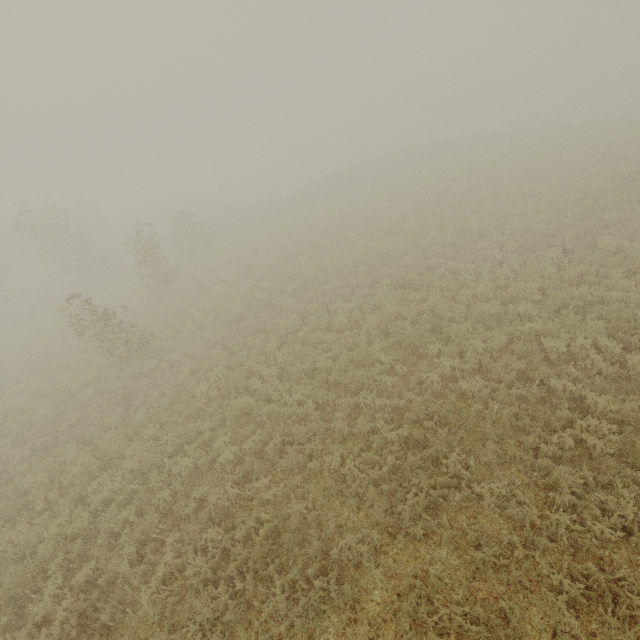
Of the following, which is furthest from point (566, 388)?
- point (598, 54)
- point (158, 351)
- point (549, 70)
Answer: point (598, 54)
